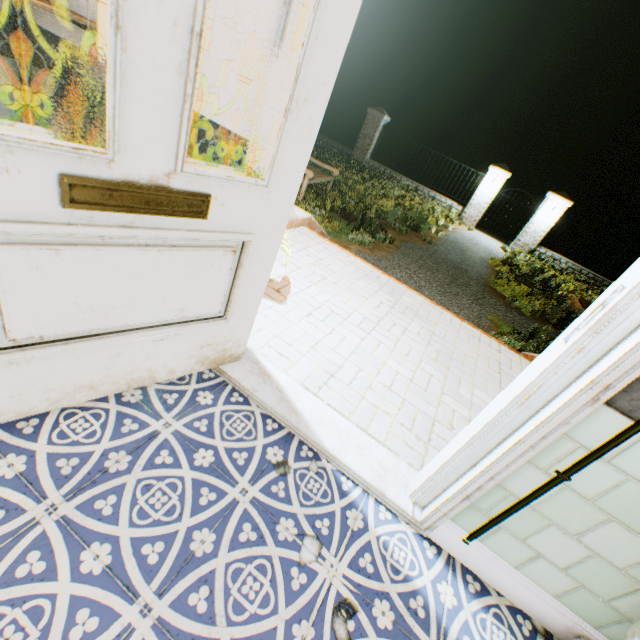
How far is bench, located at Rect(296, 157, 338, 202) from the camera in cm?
636

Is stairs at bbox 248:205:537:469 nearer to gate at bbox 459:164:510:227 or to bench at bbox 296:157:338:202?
bench at bbox 296:157:338:202

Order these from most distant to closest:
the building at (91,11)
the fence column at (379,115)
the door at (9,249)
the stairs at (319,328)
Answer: the fence column at (379,115)
the stairs at (319,328)
the building at (91,11)
the door at (9,249)

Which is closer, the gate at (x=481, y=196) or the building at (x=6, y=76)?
the building at (x=6, y=76)

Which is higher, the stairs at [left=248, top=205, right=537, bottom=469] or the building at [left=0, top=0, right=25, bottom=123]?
the building at [left=0, top=0, right=25, bottom=123]

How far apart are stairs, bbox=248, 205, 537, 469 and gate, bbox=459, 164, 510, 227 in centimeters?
1062cm

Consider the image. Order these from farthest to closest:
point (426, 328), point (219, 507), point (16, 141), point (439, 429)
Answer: point (426, 328) → point (439, 429) → point (219, 507) → point (16, 141)

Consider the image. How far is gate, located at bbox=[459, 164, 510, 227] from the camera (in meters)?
12.39
